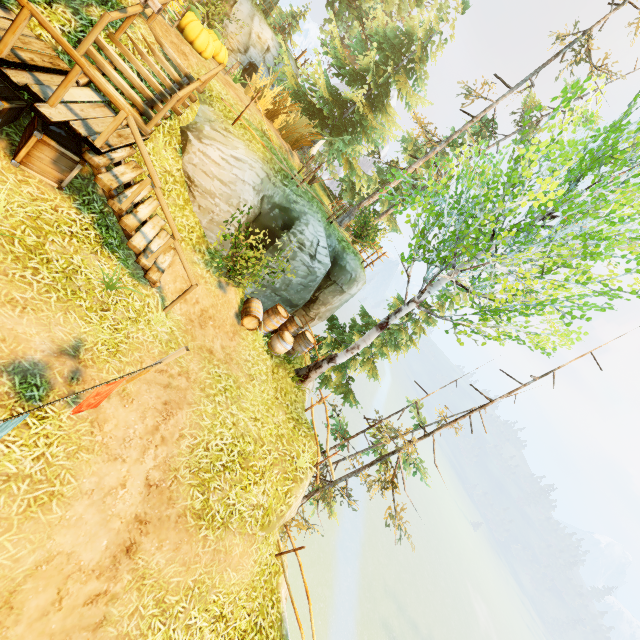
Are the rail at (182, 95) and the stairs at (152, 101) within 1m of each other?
yes

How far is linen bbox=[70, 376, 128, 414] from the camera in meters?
3.9

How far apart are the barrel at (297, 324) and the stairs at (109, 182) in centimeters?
412cm

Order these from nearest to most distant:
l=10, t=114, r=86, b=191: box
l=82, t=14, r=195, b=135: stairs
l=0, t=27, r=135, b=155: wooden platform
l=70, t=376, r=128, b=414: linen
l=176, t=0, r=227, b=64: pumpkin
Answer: l=70, t=376, r=128, b=414: linen
l=0, t=27, r=135, b=155: wooden platform
l=10, t=114, r=86, b=191: box
l=82, t=14, r=195, b=135: stairs
l=176, t=0, r=227, b=64: pumpkin

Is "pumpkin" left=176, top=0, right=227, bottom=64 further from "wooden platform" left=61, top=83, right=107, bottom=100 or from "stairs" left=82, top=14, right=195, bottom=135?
"wooden platform" left=61, top=83, right=107, bottom=100

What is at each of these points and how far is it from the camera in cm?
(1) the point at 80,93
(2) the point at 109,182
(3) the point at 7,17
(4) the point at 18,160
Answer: (1) wooden platform, 624
(2) stairs, 600
(3) wooden platform, 570
(4) box, 570

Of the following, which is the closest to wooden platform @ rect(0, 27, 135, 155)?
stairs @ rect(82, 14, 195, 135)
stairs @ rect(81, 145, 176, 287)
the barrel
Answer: stairs @ rect(82, 14, 195, 135)

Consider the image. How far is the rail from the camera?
6.9m
